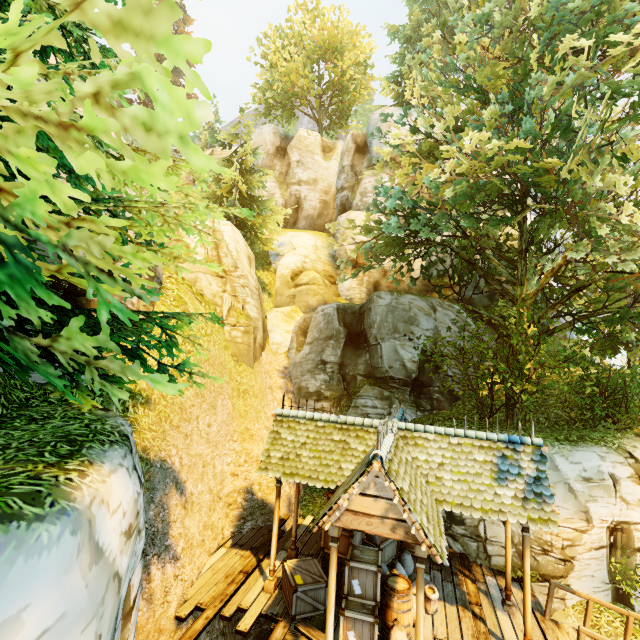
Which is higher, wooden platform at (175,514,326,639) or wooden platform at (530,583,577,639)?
wooden platform at (530,583,577,639)

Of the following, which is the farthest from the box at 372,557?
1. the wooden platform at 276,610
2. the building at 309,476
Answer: the building at 309,476

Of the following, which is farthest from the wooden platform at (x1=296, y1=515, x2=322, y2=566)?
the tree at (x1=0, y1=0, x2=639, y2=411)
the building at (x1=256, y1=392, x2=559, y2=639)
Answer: the tree at (x1=0, y1=0, x2=639, y2=411)

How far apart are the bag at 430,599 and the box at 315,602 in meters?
1.5 m

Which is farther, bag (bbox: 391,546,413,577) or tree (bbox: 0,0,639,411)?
bag (bbox: 391,546,413,577)

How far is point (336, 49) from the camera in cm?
2966

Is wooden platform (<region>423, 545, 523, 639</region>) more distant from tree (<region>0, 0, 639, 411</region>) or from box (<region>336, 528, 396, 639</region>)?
tree (<region>0, 0, 639, 411</region>)

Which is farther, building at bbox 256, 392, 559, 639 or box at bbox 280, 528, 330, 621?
box at bbox 280, 528, 330, 621
